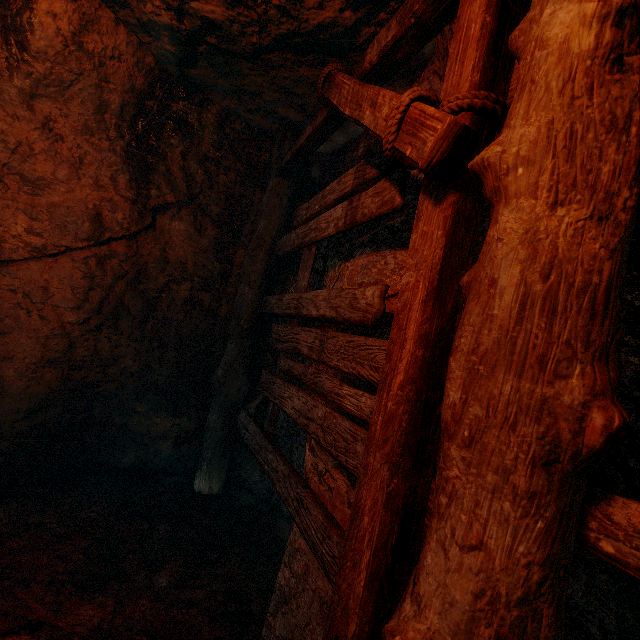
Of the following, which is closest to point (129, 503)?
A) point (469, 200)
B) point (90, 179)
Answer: point (90, 179)
